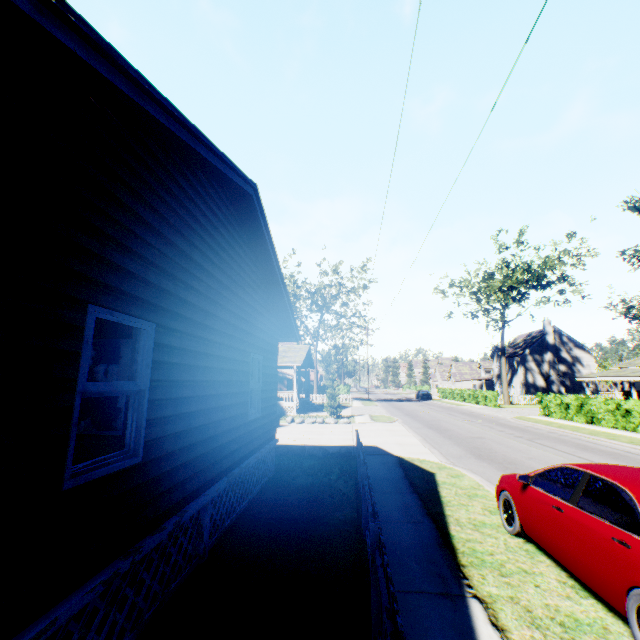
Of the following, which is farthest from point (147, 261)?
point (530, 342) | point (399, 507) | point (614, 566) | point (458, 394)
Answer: point (530, 342)

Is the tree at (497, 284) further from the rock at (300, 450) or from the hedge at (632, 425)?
the rock at (300, 450)

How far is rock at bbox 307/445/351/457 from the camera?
12.2 meters

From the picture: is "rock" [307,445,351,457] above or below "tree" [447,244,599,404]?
below

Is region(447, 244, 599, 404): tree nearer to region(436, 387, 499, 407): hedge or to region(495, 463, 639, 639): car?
region(436, 387, 499, 407): hedge

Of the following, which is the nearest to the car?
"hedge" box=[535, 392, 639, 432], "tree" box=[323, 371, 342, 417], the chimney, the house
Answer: the house

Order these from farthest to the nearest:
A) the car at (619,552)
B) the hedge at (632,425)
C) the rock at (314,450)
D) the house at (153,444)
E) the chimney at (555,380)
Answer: the chimney at (555,380)
the hedge at (632,425)
the rock at (314,450)
the car at (619,552)
the house at (153,444)

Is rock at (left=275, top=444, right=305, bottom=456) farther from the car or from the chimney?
the chimney
